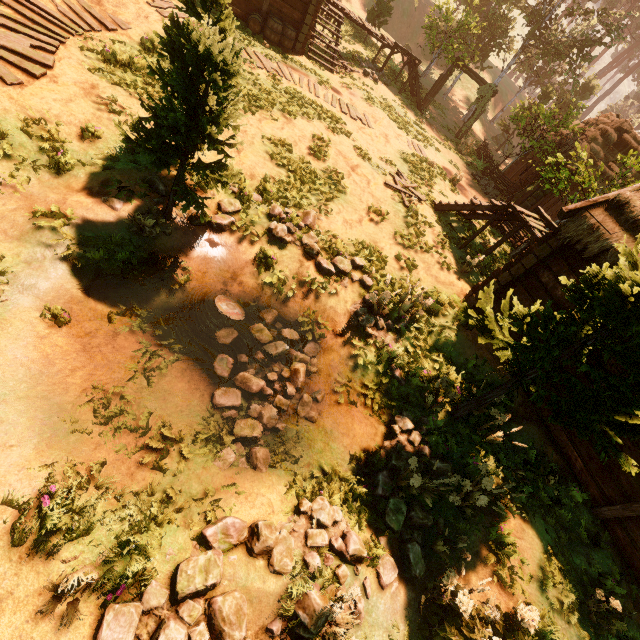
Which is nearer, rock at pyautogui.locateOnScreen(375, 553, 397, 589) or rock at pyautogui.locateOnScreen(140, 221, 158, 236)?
rock at pyautogui.locateOnScreen(375, 553, 397, 589)

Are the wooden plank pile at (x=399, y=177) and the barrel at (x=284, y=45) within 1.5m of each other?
no

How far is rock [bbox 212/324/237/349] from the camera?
6.9 meters

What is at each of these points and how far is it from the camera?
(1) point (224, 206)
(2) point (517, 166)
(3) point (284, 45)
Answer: (1) rock, 7.95m
(2) building, 24.98m
(3) barrel, 15.12m

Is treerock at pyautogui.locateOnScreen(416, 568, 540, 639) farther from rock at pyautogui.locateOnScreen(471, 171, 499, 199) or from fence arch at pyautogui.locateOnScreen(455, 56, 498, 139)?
rock at pyautogui.locateOnScreen(471, 171, 499, 199)

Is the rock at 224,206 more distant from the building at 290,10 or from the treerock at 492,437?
the building at 290,10

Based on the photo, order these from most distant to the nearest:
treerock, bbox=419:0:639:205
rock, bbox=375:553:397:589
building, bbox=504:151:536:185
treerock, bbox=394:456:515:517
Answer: building, bbox=504:151:536:185, treerock, bbox=419:0:639:205, treerock, bbox=394:456:515:517, rock, bbox=375:553:397:589

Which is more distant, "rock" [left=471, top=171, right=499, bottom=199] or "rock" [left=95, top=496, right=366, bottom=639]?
"rock" [left=471, top=171, right=499, bottom=199]
